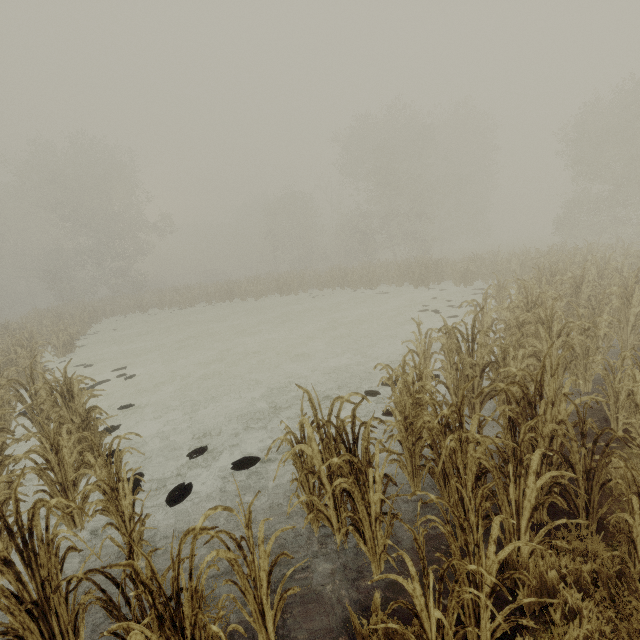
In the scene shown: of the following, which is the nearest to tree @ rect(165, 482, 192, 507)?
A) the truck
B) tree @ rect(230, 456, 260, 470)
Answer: tree @ rect(230, 456, 260, 470)

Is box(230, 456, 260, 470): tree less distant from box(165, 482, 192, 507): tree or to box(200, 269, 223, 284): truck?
box(165, 482, 192, 507): tree

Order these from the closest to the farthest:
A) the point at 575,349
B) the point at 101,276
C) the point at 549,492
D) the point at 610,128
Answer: the point at 549,492, the point at 575,349, the point at 610,128, the point at 101,276

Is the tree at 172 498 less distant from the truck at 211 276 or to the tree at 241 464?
the tree at 241 464

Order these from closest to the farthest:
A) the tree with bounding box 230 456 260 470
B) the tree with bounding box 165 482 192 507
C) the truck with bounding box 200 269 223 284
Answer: the tree with bounding box 165 482 192 507, the tree with bounding box 230 456 260 470, the truck with bounding box 200 269 223 284

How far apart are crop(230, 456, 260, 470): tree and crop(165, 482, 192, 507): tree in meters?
0.6 m

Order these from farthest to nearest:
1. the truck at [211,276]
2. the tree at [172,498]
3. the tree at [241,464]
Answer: the truck at [211,276] < the tree at [241,464] < the tree at [172,498]
